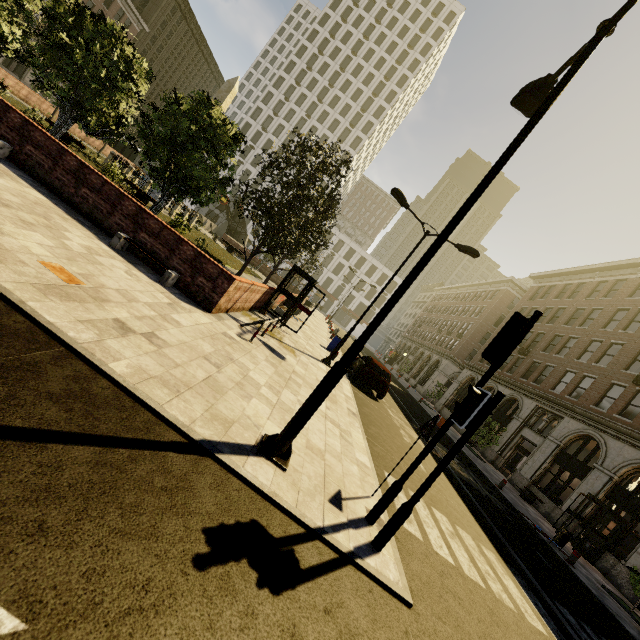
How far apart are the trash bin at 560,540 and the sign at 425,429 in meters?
12.6

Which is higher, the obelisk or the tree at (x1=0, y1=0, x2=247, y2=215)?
the obelisk

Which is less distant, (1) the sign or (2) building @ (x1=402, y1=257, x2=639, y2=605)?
(1) the sign

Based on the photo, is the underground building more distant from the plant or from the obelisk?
the obelisk

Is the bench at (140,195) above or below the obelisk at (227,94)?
below

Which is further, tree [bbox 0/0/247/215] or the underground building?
the underground building

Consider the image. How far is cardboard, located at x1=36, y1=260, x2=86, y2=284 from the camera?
4.97m

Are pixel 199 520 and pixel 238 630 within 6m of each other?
yes
